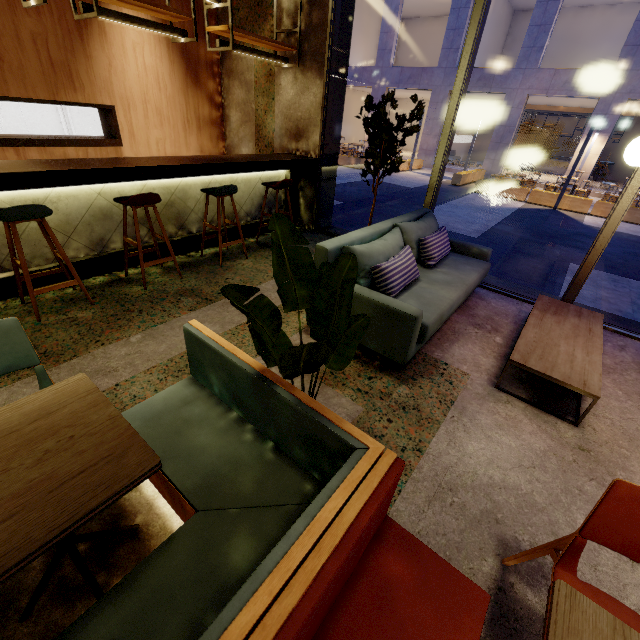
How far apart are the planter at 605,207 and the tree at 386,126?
11.4 meters

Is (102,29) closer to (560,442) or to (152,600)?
(152,600)

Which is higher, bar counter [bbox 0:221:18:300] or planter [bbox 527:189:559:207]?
bar counter [bbox 0:221:18:300]

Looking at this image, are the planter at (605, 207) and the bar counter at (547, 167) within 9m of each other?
no

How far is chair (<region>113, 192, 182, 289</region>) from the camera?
3.20m

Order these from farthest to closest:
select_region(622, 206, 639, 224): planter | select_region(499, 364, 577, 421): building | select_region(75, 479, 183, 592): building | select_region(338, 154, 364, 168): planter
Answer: select_region(338, 154, 364, 168): planter, select_region(622, 206, 639, 224): planter, select_region(499, 364, 577, 421): building, select_region(75, 479, 183, 592): building

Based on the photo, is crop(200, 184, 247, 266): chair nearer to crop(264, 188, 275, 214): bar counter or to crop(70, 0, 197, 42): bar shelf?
crop(264, 188, 275, 214): bar counter

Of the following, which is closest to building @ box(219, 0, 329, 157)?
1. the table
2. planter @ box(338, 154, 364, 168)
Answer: the table
